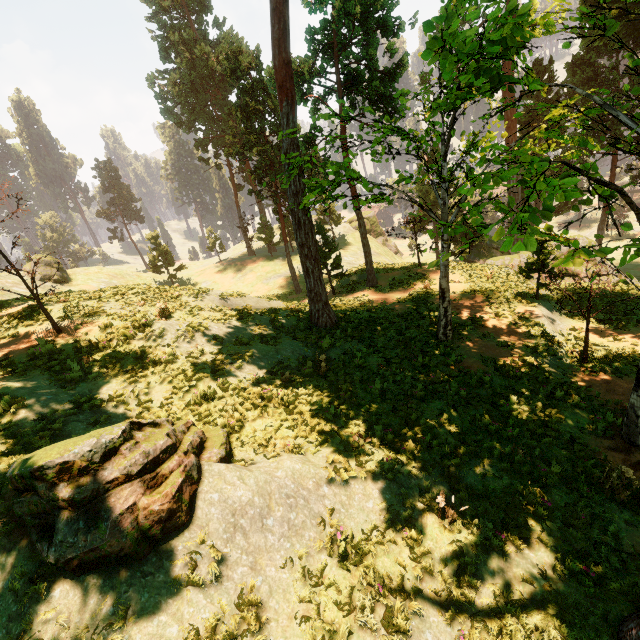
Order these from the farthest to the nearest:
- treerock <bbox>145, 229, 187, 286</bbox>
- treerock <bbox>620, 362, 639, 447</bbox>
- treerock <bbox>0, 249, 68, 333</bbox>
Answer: treerock <bbox>145, 229, 187, 286</bbox>
treerock <bbox>0, 249, 68, 333</bbox>
treerock <bbox>620, 362, 639, 447</bbox>

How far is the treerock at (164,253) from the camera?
43.47m

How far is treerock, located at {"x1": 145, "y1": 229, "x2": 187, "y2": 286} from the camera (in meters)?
43.47

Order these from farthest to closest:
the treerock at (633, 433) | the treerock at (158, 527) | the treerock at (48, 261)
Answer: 1. the treerock at (48, 261)
2. the treerock at (633, 433)
3. the treerock at (158, 527)

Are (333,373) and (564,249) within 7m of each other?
no

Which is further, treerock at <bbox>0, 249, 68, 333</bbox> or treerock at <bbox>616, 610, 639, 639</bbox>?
treerock at <bbox>0, 249, 68, 333</bbox>
